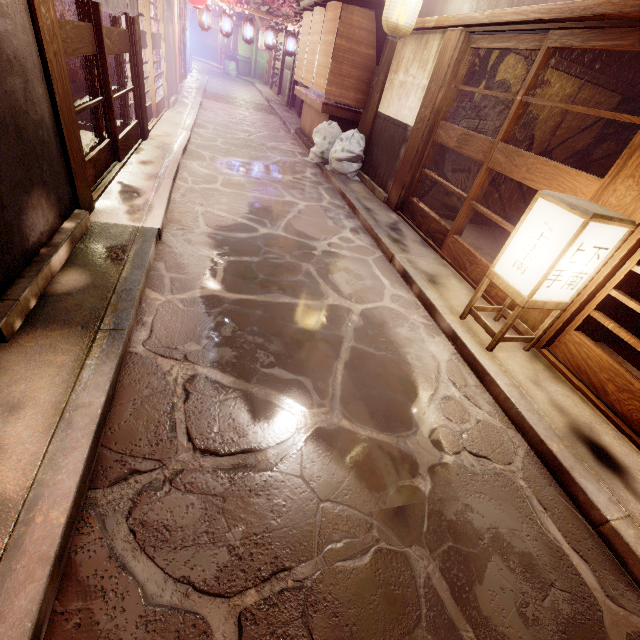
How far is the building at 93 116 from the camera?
11.00m

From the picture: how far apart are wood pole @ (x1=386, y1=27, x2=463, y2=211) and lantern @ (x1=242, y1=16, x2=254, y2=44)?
19.6m

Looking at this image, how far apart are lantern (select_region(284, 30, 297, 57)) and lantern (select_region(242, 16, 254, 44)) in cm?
218

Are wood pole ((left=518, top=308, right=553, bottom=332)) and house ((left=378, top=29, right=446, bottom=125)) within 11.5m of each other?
yes

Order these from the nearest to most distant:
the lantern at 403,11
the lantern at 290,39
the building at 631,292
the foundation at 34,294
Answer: the foundation at 34,294 → the building at 631,292 → the lantern at 403,11 → the lantern at 290,39

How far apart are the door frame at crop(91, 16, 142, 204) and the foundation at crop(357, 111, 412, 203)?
8.6 meters

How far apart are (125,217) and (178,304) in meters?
2.9 m

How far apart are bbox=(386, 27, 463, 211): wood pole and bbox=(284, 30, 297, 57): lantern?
19.2m
